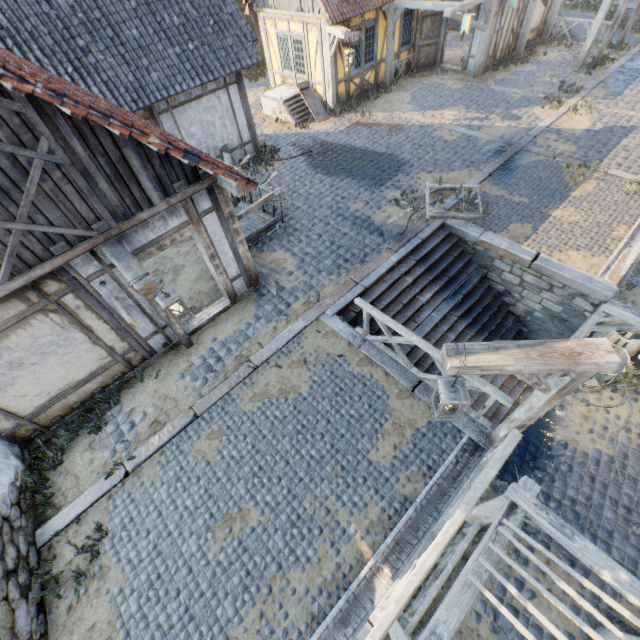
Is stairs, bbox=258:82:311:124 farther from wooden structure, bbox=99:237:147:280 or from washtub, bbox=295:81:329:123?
wooden structure, bbox=99:237:147:280

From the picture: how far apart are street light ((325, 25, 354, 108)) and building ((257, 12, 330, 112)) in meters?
0.0

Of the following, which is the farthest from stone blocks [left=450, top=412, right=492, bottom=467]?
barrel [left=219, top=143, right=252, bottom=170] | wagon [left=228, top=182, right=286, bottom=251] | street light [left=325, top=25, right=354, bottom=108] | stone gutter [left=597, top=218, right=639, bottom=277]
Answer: barrel [left=219, top=143, right=252, bottom=170]

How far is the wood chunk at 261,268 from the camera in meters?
7.9

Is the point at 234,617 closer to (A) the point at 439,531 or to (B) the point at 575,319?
(A) the point at 439,531

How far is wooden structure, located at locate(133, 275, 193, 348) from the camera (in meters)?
4.16

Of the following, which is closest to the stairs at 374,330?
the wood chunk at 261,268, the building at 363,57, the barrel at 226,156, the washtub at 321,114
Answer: the wood chunk at 261,268

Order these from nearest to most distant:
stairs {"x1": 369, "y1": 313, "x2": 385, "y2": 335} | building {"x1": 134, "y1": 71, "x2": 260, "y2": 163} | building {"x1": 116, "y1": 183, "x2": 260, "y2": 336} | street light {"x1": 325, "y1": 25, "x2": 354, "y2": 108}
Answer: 1. building {"x1": 116, "y1": 183, "x2": 260, "y2": 336}
2. stairs {"x1": 369, "y1": 313, "x2": 385, "y2": 335}
3. building {"x1": 134, "y1": 71, "x2": 260, "y2": 163}
4. street light {"x1": 325, "y1": 25, "x2": 354, "y2": 108}
